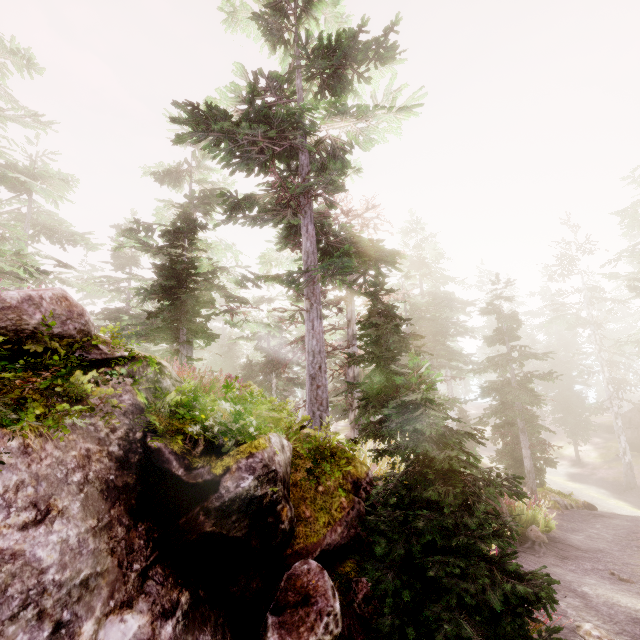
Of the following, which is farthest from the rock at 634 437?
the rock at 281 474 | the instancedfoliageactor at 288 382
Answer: the rock at 281 474

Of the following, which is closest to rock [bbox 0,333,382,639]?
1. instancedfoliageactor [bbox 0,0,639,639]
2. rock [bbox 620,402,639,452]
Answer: instancedfoliageactor [bbox 0,0,639,639]

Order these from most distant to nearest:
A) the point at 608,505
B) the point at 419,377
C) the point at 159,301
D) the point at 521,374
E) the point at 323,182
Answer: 1. the point at 521,374
2. the point at 608,505
3. the point at 159,301
4. the point at 323,182
5. the point at 419,377

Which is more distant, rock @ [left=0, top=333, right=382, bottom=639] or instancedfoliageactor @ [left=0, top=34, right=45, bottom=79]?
instancedfoliageactor @ [left=0, top=34, right=45, bottom=79]

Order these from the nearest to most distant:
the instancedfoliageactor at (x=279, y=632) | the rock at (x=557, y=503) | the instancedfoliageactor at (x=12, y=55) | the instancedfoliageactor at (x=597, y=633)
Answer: the instancedfoliageactor at (x=279, y=632) < the instancedfoliageactor at (x=597, y=633) < the rock at (x=557, y=503) < the instancedfoliageactor at (x=12, y=55)

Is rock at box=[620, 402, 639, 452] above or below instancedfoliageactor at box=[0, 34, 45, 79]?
below

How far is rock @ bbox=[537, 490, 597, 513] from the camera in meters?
15.8 m
